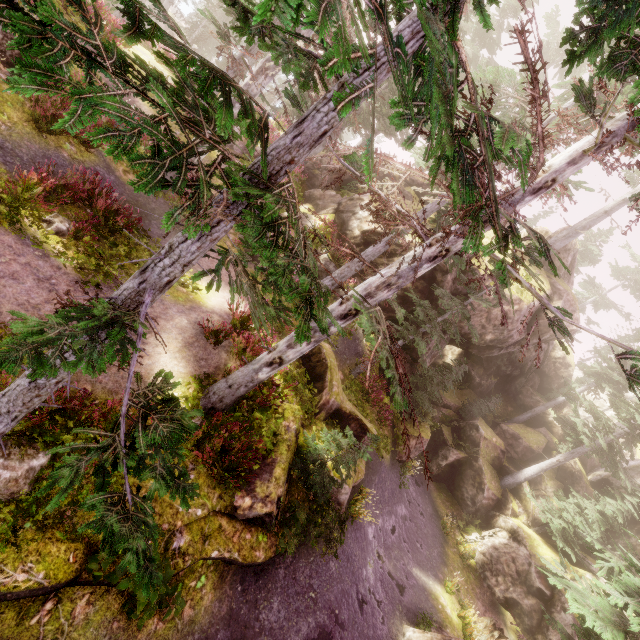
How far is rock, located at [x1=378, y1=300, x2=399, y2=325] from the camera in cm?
1838

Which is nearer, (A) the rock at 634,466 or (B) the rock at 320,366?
(B) the rock at 320,366

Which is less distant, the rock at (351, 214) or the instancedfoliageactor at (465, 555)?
the rock at (351, 214)

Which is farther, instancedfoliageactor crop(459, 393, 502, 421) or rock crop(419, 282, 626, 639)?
instancedfoliageactor crop(459, 393, 502, 421)

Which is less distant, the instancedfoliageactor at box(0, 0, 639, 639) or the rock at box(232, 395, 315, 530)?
the instancedfoliageactor at box(0, 0, 639, 639)

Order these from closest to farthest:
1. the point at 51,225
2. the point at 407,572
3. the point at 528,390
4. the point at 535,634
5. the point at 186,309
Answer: the point at 51,225
the point at 186,309
the point at 407,572
the point at 535,634
the point at 528,390

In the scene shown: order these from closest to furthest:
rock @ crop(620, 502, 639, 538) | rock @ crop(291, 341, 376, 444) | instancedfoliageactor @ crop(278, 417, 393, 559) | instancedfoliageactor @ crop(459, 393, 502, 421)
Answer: instancedfoliageactor @ crop(278, 417, 393, 559) < rock @ crop(291, 341, 376, 444) < rock @ crop(620, 502, 639, 538) < instancedfoliageactor @ crop(459, 393, 502, 421)

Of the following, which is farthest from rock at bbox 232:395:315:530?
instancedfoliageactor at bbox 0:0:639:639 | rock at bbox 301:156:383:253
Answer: rock at bbox 301:156:383:253
